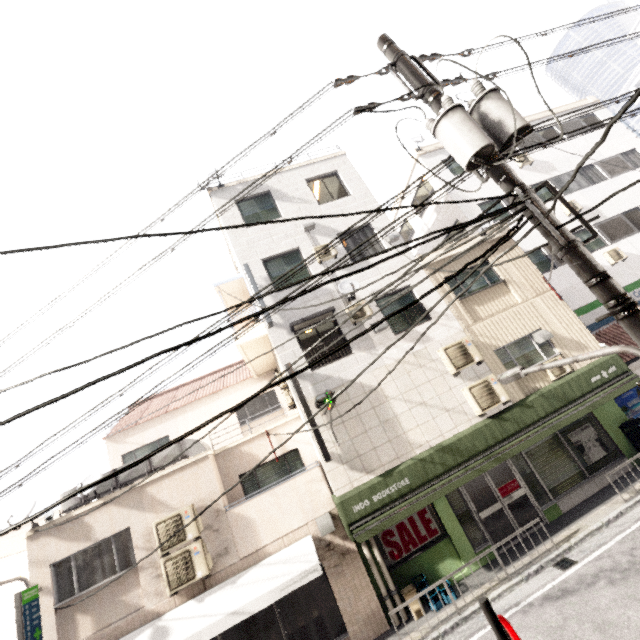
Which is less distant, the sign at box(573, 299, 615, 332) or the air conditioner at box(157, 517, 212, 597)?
the air conditioner at box(157, 517, 212, 597)

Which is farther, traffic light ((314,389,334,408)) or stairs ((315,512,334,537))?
stairs ((315,512,334,537))

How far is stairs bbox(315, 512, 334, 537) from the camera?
8.7m

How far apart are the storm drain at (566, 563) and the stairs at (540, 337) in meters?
5.9 m

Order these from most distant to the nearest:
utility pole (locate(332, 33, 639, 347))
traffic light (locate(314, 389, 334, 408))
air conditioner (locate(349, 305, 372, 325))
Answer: air conditioner (locate(349, 305, 372, 325)) < traffic light (locate(314, 389, 334, 408)) < utility pole (locate(332, 33, 639, 347))

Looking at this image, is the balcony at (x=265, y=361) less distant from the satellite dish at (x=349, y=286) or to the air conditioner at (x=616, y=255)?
the satellite dish at (x=349, y=286)

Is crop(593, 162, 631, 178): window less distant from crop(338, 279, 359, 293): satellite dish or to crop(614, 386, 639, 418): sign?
crop(614, 386, 639, 418): sign

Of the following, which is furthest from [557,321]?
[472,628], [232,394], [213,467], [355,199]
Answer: [232,394]
